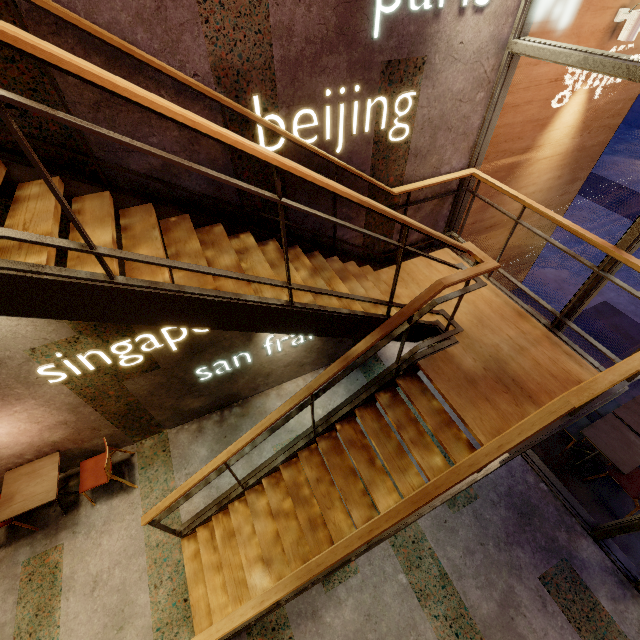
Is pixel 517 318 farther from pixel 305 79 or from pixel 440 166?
pixel 305 79

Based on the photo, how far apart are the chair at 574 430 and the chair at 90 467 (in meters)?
6.33

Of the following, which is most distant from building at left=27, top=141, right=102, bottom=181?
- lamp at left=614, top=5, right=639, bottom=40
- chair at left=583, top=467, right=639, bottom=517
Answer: lamp at left=614, top=5, right=639, bottom=40

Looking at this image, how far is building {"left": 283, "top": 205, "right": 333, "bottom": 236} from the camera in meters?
3.5 m

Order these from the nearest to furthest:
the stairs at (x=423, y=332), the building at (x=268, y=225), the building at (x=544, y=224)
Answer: the stairs at (x=423, y=332), the building at (x=268, y=225), the building at (x=544, y=224)

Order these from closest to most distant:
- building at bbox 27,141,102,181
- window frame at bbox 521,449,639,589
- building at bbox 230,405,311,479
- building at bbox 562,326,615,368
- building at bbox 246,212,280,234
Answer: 1. building at bbox 27,141,102,181
2. building at bbox 246,212,280,234
3. window frame at bbox 521,449,639,589
4. building at bbox 230,405,311,479
5. building at bbox 562,326,615,368

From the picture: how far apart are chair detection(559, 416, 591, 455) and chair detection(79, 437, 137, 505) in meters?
6.3 m
